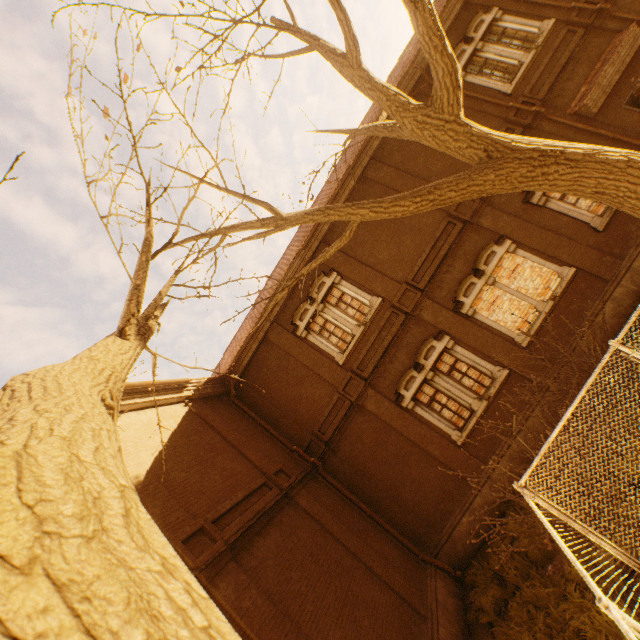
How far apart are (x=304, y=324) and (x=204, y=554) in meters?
8.5

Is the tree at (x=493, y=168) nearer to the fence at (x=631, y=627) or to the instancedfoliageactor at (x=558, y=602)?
the fence at (x=631, y=627)

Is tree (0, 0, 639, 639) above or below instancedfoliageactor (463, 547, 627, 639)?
above

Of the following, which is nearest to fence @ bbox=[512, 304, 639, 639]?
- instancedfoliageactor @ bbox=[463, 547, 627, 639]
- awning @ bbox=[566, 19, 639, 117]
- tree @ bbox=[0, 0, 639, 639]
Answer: tree @ bbox=[0, 0, 639, 639]

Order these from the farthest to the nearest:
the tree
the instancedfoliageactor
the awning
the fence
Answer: the awning, the instancedfoliageactor, the fence, the tree
